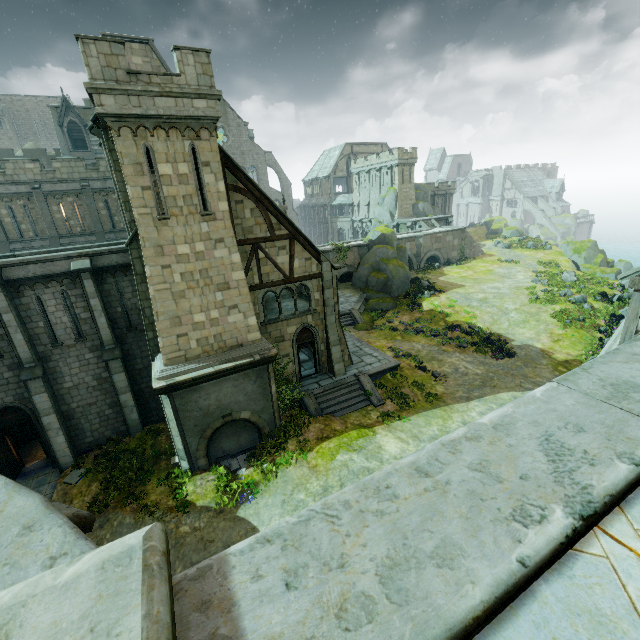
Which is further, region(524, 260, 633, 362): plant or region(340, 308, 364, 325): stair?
region(340, 308, 364, 325): stair

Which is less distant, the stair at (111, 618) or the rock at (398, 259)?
the stair at (111, 618)

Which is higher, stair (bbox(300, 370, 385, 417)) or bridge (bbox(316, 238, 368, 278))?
bridge (bbox(316, 238, 368, 278))

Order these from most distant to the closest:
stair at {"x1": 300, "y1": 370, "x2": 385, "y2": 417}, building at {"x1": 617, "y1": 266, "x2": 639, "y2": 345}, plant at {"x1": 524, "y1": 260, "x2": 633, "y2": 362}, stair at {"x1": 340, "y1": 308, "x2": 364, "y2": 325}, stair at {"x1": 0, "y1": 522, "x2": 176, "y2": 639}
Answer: stair at {"x1": 340, "y1": 308, "x2": 364, "y2": 325} → plant at {"x1": 524, "y1": 260, "x2": 633, "y2": 362} → stair at {"x1": 300, "y1": 370, "x2": 385, "y2": 417} → building at {"x1": 617, "y1": 266, "x2": 639, "y2": 345} → stair at {"x1": 0, "y1": 522, "x2": 176, "y2": 639}

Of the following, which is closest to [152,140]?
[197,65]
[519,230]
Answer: [197,65]

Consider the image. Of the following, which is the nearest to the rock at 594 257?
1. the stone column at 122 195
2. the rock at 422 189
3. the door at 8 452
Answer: the rock at 422 189

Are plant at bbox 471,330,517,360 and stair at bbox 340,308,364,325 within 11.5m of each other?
yes

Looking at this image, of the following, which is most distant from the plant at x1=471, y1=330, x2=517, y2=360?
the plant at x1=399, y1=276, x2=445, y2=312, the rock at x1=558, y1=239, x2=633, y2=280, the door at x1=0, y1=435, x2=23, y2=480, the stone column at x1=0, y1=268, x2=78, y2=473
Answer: the door at x1=0, y1=435, x2=23, y2=480
